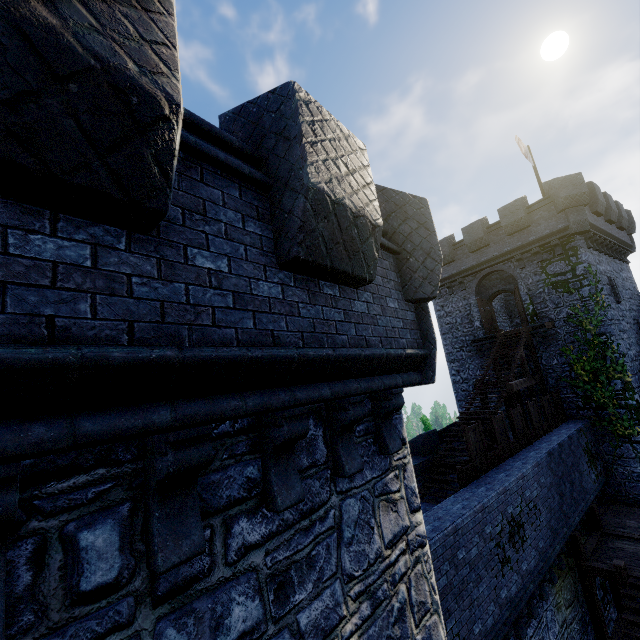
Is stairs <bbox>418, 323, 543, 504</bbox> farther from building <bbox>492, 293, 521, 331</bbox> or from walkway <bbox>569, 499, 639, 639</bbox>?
walkway <bbox>569, 499, 639, 639</bbox>

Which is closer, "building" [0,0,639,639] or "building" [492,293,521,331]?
"building" [0,0,639,639]

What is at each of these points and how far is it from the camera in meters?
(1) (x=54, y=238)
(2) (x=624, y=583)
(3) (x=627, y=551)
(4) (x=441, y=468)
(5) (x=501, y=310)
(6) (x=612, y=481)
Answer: (1) building, 1.7 m
(2) stairs, 10.6 m
(3) walkway, 12.2 m
(4) stairs, 13.3 m
(5) building, 27.4 m
(6) building, 16.4 m

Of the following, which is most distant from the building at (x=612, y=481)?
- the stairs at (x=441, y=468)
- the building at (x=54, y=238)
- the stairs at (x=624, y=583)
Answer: the building at (x=54, y=238)

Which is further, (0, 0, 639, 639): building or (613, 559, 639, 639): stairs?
(613, 559, 639, 639): stairs

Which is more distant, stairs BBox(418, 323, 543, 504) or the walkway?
stairs BBox(418, 323, 543, 504)

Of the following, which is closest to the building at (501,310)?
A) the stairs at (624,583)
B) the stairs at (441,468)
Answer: the stairs at (441,468)

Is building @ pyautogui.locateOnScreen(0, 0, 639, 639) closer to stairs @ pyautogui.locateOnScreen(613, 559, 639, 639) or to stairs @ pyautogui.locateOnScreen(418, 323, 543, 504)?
stairs @ pyautogui.locateOnScreen(613, 559, 639, 639)
